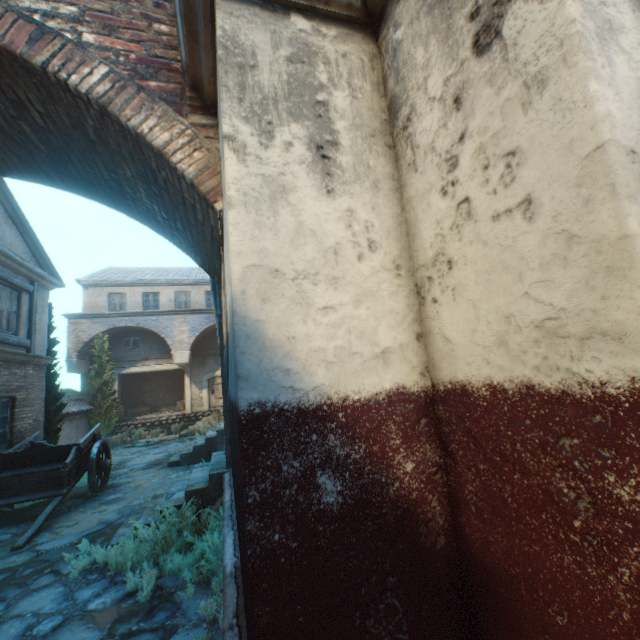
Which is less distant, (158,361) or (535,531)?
(535,531)

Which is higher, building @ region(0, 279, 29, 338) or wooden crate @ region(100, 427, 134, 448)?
building @ region(0, 279, 29, 338)

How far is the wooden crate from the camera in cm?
1608

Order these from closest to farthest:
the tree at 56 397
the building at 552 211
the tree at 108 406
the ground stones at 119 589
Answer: the building at 552 211 < the ground stones at 119 589 < the tree at 56 397 < the tree at 108 406

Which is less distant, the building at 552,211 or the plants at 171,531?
the building at 552,211

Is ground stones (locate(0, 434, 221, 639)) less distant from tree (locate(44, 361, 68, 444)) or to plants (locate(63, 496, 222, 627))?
plants (locate(63, 496, 222, 627))

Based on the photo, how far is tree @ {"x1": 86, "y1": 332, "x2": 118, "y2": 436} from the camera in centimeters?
1664cm

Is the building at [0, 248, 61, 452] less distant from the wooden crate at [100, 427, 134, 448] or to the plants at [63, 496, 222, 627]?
the plants at [63, 496, 222, 627]
